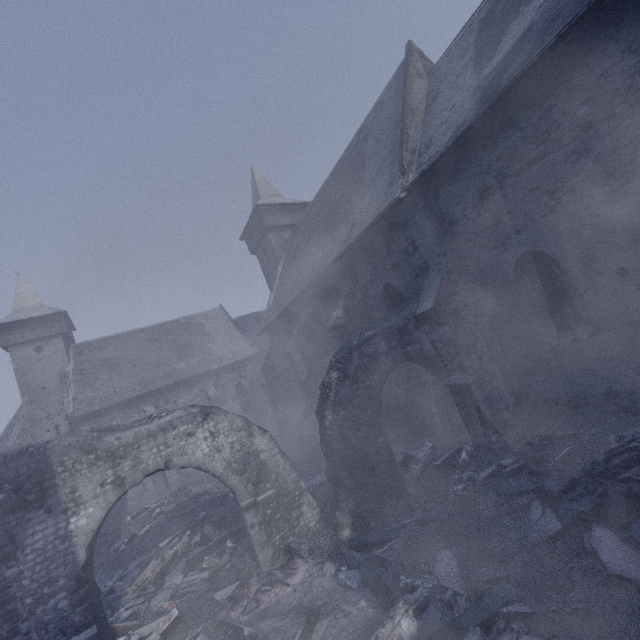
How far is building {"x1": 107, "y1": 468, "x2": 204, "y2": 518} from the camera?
Result: 20.5 meters

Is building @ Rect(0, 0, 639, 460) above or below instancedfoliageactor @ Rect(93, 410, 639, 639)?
above

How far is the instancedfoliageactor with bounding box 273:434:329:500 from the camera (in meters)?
9.84

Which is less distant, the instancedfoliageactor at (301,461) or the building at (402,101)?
the building at (402,101)

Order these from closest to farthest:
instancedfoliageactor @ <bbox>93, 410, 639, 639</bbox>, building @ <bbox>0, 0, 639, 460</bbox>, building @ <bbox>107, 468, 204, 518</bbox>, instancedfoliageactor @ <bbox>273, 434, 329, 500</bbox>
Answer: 1. instancedfoliageactor @ <bbox>93, 410, 639, 639</bbox>
2. building @ <bbox>0, 0, 639, 460</bbox>
3. instancedfoliageactor @ <bbox>273, 434, 329, 500</bbox>
4. building @ <bbox>107, 468, 204, 518</bbox>

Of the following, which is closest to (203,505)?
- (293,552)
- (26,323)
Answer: (293,552)

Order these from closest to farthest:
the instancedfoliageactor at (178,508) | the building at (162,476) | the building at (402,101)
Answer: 1. the instancedfoliageactor at (178,508)
2. the building at (402,101)
3. the building at (162,476)
